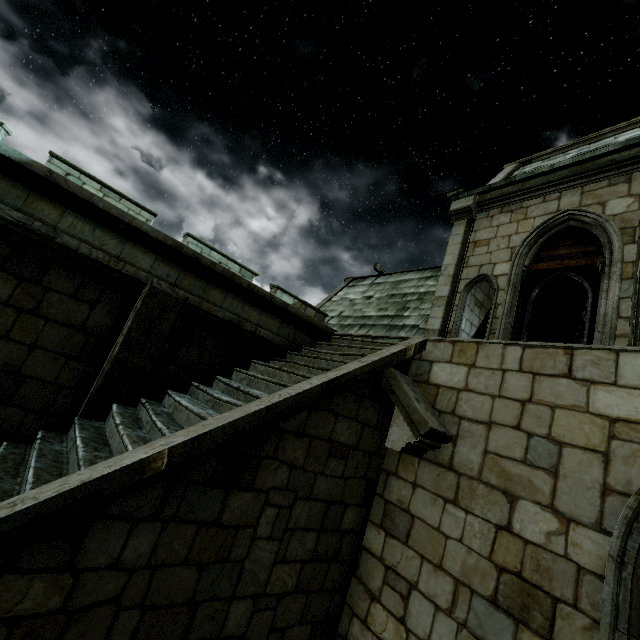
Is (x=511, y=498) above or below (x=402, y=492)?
above
